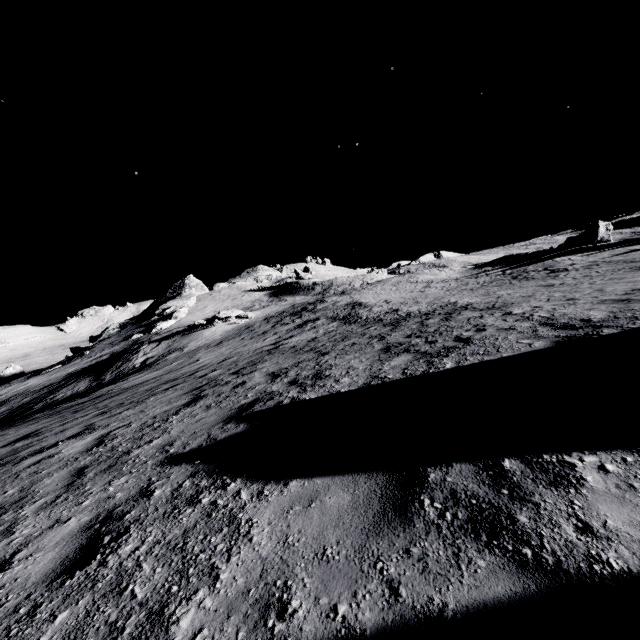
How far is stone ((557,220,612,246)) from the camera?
32.48m

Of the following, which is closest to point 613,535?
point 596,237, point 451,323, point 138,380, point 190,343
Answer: point 451,323

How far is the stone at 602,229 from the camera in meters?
32.5 m
